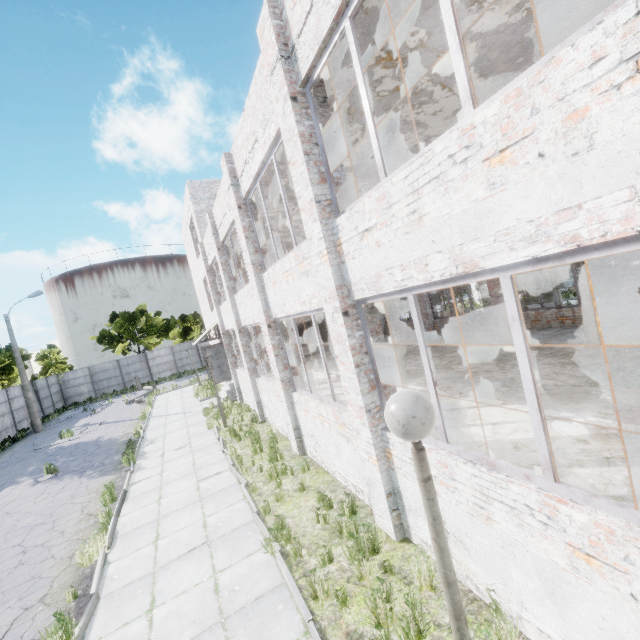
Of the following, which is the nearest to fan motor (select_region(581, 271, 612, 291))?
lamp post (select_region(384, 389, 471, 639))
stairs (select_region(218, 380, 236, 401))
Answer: stairs (select_region(218, 380, 236, 401))

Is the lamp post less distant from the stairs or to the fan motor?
the stairs

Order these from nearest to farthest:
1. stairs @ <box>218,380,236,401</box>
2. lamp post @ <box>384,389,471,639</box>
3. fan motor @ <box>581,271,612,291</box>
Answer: lamp post @ <box>384,389,471,639</box> → stairs @ <box>218,380,236,401</box> → fan motor @ <box>581,271,612,291</box>

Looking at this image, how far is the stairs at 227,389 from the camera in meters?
18.7

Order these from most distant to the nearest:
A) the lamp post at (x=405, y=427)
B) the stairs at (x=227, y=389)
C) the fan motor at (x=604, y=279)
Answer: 1. the fan motor at (x=604, y=279)
2. the stairs at (x=227, y=389)
3. the lamp post at (x=405, y=427)

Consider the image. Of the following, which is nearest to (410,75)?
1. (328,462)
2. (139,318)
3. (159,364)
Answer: (328,462)
